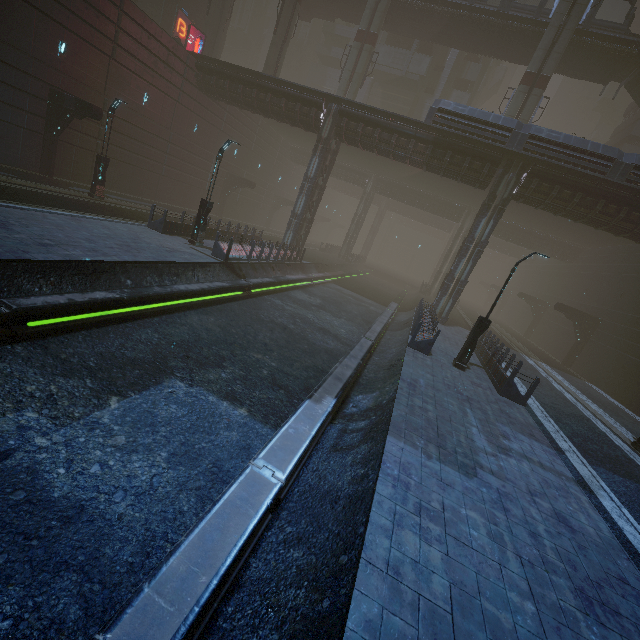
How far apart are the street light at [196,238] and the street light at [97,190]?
6.7m

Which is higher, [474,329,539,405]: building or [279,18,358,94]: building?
[279,18,358,94]: building

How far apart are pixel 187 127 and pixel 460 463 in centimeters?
3342cm

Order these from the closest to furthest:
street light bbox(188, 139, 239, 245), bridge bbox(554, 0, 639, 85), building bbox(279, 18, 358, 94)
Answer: street light bbox(188, 139, 239, 245), bridge bbox(554, 0, 639, 85), building bbox(279, 18, 358, 94)

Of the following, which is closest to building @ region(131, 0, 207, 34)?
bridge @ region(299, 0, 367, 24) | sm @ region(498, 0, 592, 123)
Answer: bridge @ region(299, 0, 367, 24)

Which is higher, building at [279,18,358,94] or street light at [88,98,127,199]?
building at [279,18,358,94]

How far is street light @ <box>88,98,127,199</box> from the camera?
17.88m

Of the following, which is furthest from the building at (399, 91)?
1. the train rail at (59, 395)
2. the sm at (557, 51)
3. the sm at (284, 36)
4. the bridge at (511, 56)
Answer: the sm at (557, 51)
